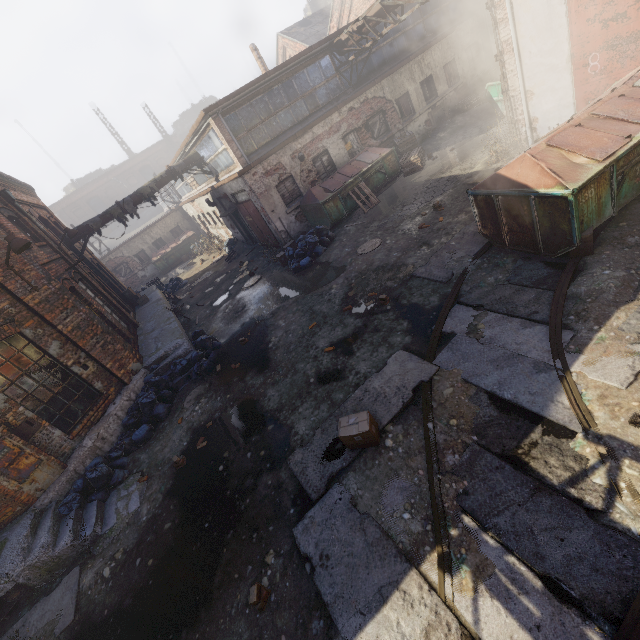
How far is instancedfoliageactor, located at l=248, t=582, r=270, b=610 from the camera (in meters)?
3.98

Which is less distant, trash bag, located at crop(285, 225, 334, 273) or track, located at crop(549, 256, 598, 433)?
track, located at crop(549, 256, 598, 433)

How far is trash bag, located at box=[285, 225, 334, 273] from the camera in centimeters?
1225cm

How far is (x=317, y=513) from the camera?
4.5m

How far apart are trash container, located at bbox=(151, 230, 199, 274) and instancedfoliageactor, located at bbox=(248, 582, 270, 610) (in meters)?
27.62

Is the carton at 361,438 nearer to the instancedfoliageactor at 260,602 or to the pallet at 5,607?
the instancedfoliageactor at 260,602

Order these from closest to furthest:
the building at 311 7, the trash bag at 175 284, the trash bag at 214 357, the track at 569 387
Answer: the track at 569 387, the trash bag at 214 357, the trash bag at 175 284, the building at 311 7

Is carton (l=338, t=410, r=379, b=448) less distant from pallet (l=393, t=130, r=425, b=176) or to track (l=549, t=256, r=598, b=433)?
track (l=549, t=256, r=598, b=433)
